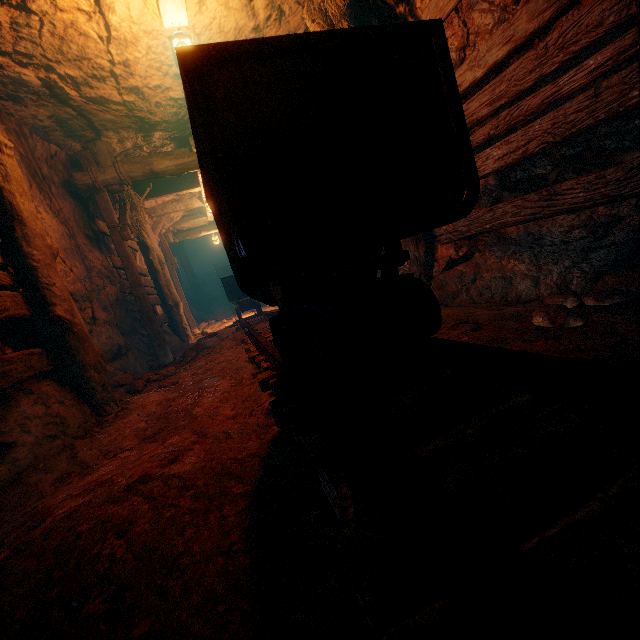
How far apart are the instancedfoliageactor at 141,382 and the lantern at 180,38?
3.8m

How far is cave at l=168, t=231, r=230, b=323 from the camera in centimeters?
1698cm

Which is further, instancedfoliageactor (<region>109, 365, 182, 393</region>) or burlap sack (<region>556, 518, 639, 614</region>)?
instancedfoliageactor (<region>109, 365, 182, 393</region>)

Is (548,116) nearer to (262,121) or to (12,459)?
(262,121)

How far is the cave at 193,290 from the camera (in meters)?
16.98

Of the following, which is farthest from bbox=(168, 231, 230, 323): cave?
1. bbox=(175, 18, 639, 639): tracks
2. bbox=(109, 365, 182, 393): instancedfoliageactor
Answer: bbox=(109, 365, 182, 393): instancedfoliageactor

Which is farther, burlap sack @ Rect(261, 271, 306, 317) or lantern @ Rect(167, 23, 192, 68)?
lantern @ Rect(167, 23, 192, 68)
